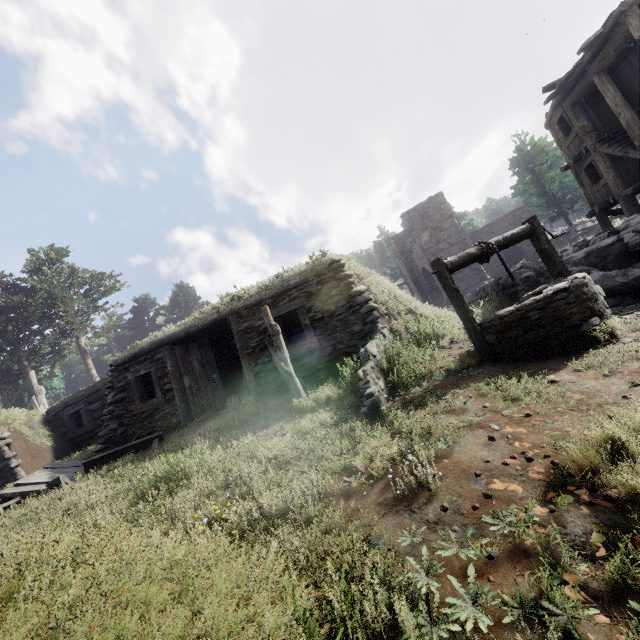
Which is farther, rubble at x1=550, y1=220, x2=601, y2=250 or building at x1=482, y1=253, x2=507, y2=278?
building at x1=482, y1=253, x2=507, y2=278

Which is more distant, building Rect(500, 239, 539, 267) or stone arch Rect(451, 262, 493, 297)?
building Rect(500, 239, 539, 267)

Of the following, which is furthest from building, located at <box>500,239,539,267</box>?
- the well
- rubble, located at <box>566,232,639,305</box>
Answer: the well

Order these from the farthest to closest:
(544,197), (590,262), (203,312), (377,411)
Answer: (544,197), (203,312), (590,262), (377,411)

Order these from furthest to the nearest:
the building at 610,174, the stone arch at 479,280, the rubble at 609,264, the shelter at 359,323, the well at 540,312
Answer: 1. the stone arch at 479,280
2. the building at 610,174
3. the shelter at 359,323
4. the rubble at 609,264
5. the well at 540,312

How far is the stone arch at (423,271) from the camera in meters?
22.2 m

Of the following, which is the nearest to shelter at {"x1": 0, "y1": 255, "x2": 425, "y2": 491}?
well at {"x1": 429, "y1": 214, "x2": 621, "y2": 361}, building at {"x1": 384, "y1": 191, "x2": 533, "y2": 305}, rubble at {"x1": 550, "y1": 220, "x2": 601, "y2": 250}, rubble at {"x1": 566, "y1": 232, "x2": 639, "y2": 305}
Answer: well at {"x1": 429, "y1": 214, "x2": 621, "y2": 361}

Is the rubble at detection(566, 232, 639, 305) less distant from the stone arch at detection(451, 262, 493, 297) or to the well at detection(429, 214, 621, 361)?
the well at detection(429, 214, 621, 361)
